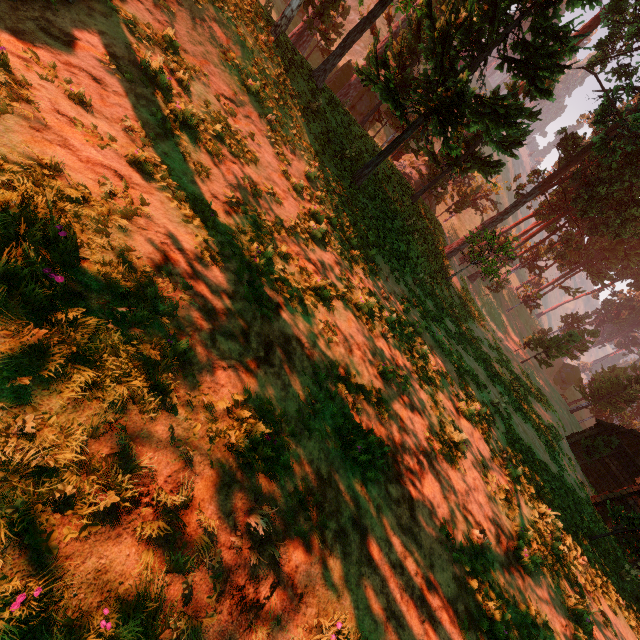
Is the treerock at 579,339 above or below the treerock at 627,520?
above

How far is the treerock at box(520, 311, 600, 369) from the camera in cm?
3341

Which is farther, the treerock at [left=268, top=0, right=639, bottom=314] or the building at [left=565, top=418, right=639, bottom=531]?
the building at [left=565, top=418, right=639, bottom=531]

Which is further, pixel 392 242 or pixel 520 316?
pixel 520 316

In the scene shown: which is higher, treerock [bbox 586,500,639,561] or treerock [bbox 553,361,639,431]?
treerock [bbox 553,361,639,431]

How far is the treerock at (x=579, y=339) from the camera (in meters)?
33.41
